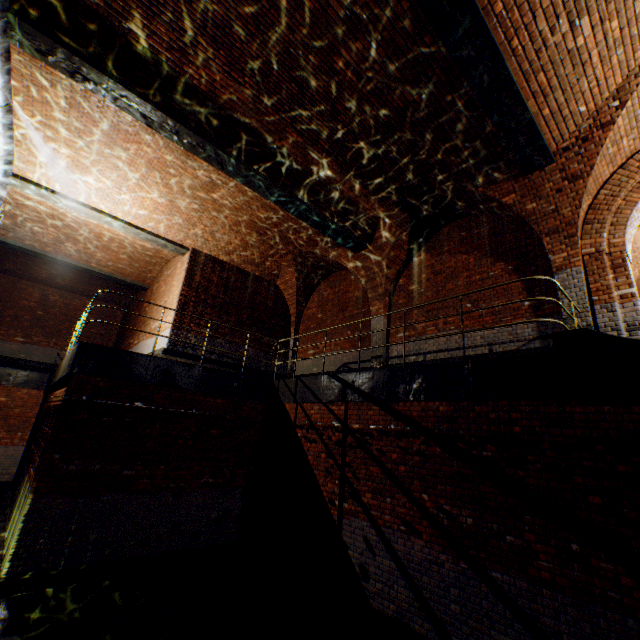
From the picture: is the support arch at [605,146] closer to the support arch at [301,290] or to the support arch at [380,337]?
the support arch at [380,337]

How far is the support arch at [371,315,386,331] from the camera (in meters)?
10.10

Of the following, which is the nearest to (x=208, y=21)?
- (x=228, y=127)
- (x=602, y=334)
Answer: (x=228, y=127)

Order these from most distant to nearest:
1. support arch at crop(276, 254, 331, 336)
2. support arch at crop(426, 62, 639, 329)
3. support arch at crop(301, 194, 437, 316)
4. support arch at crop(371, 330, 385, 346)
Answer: support arch at crop(276, 254, 331, 336)
support arch at crop(371, 330, 385, 346)
support arch at crop(301, 194, 437, 316)
support arch at crop(426, 62, 639, 329)

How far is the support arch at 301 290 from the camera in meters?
12.5

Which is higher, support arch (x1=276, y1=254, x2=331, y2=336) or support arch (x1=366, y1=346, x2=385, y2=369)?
support arch (x1=276, y1=254, x2=331, y2=336)

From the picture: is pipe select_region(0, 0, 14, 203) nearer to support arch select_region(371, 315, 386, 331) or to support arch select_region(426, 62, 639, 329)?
support arch select_region(426, 62, 639, 329)
